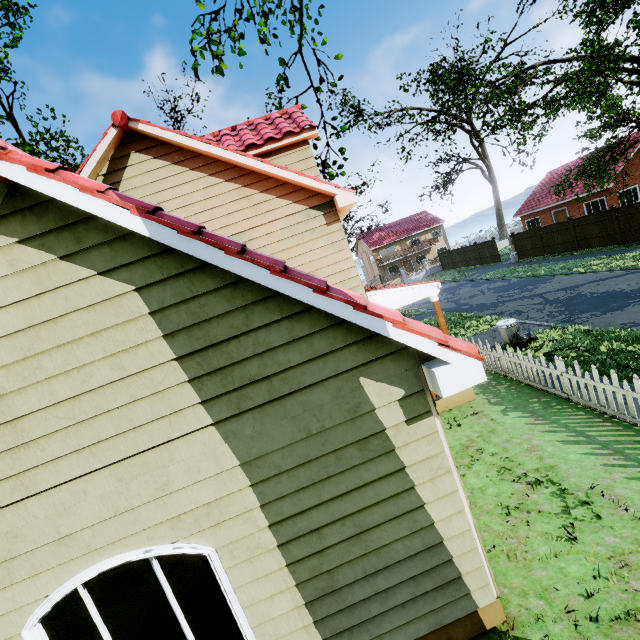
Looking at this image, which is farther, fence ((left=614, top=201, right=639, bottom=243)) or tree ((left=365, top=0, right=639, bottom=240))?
fence ((left=614, top=201, right=639, bottom=243))

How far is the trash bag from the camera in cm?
1116

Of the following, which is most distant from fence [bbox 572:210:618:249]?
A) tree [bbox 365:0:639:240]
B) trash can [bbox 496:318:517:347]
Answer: trash can [bbox 496:318:517:347]

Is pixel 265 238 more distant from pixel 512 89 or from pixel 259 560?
pixel 512 89

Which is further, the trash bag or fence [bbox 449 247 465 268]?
fence [bbox 449 247 465 268]

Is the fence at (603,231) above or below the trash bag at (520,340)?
above

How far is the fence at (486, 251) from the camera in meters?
32.8 m
